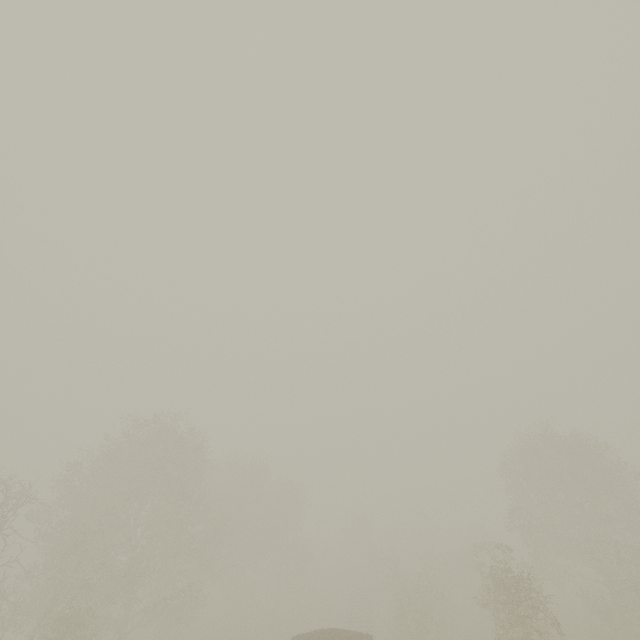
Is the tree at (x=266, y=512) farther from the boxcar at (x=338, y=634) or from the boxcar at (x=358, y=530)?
the boxcar at (x=358, y=530)

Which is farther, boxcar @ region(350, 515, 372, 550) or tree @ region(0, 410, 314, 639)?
boxcar @ region(350, 515, 372, 550)

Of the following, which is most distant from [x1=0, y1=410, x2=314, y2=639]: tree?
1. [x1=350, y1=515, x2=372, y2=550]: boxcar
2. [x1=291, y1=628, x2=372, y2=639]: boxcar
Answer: [x1=350, y1=515, x2=372, y2=550]: boxcar

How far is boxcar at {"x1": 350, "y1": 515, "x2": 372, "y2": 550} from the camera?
53.8 meters

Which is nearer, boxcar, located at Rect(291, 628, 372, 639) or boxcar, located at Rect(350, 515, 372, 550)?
boxcar, located at Rect(291, 628, 372, 639)

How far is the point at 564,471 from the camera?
26.25m

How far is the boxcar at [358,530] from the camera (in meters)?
53.84

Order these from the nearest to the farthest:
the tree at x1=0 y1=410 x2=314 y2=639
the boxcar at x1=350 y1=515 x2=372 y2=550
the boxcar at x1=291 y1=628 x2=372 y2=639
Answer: the boxcar at x1=291 y1=628 x2=372 y2=639
the tree at x1=0 y1=410 x2=314 y2=639
the boxcar at x1=350 y1=515 x2=372 y2=550
